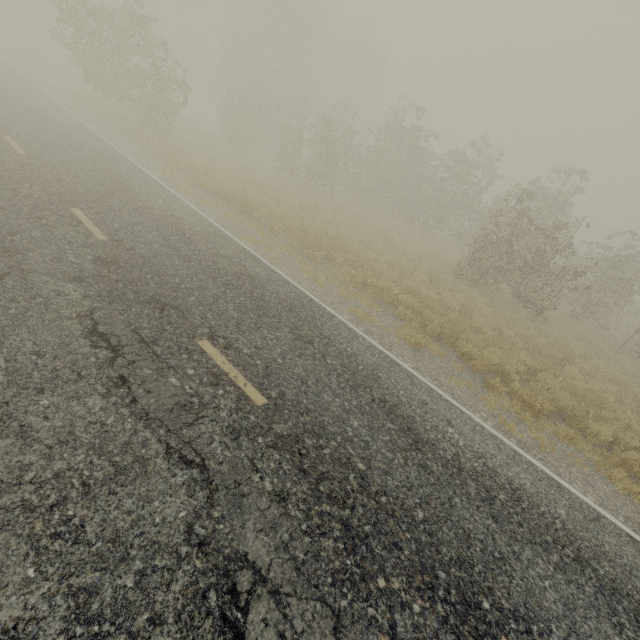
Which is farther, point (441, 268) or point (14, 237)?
point (441, 268)
